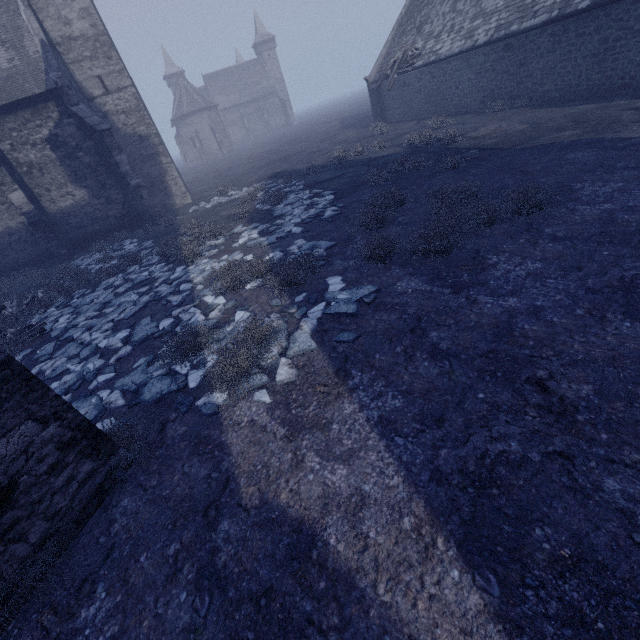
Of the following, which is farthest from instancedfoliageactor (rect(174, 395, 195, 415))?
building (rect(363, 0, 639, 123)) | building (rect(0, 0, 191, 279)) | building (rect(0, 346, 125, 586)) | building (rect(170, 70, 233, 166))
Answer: building (rect(170, 70, 233, 166))

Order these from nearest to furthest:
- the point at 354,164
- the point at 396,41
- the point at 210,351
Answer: the point at 210,351, the point at 354,164, the point at 396,41

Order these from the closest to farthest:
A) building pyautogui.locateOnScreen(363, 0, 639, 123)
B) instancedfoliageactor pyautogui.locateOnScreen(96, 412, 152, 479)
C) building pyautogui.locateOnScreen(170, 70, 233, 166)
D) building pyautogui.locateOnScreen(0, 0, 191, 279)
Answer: instancedfoliageactor pyautogui.locateOnScreen(96, 412, 152, 479), building pyautogui.locateOnScreen(363, 0, 639, 123), building pyautogui.locateOnScreen(0, 0, 191, 279), building pyautogui.locateOnScreen(170, 70, 233, 166)

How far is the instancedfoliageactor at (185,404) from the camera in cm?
458

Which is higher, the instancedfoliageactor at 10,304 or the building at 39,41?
the building at 39,41

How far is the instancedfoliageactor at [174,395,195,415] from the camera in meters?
4.6

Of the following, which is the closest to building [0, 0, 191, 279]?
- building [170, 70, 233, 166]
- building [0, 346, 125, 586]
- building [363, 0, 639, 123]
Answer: building [363, 0, 639, 123]

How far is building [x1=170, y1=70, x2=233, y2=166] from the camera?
51.1m
